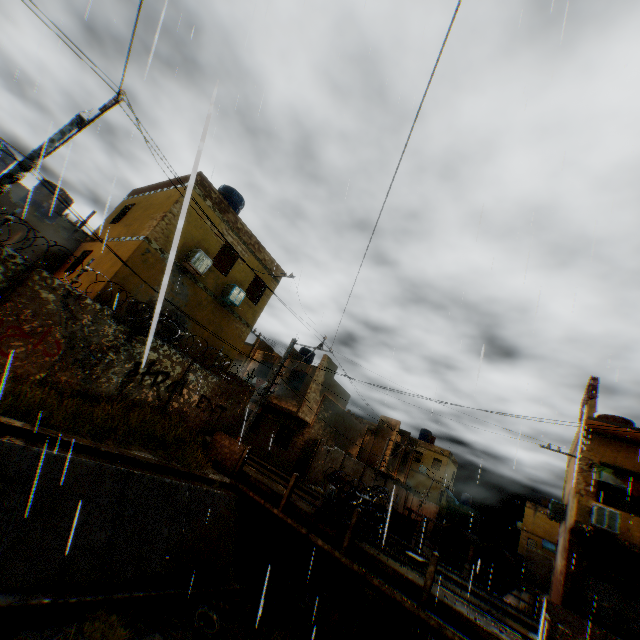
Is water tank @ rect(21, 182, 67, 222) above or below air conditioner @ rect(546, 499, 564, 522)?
above

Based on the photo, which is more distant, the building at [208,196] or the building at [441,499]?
the building at [441,499]

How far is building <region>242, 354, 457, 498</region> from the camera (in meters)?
23.58

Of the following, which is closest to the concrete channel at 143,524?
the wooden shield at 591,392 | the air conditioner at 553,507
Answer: the air conditioner at 553,507

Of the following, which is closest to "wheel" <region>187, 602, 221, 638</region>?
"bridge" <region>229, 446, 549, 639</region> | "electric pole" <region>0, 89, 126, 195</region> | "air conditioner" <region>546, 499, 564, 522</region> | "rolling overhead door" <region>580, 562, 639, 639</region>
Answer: "bridge" <region>229, 446, 549, 639</region>

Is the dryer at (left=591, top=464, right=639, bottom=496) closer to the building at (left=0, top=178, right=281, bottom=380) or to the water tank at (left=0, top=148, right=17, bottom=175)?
the building at (left=0, top=178, right=281, bottom=380)

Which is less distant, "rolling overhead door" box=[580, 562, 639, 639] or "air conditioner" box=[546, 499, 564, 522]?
"rolling overhead door" box=[580, 562, 639, 639]

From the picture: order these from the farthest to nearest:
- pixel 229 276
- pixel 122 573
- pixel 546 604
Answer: pixel 229 276, pixel 546 604, pixel 122 573
